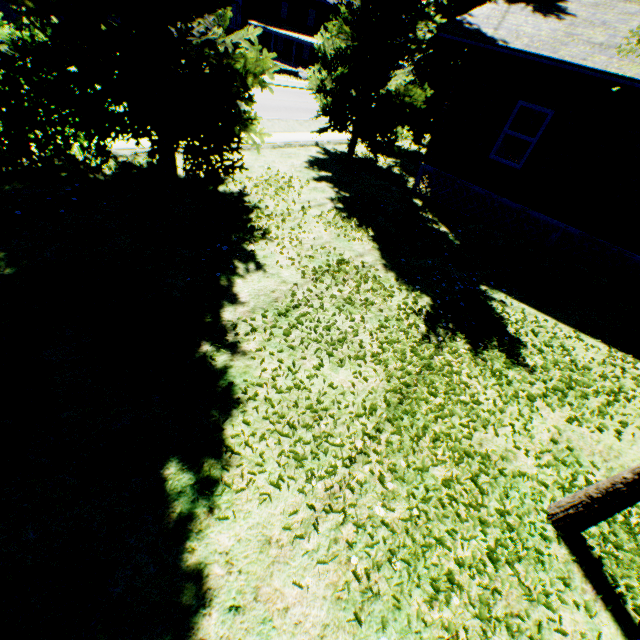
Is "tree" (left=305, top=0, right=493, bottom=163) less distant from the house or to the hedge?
the hedge

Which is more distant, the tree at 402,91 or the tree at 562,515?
the tree at 402,91

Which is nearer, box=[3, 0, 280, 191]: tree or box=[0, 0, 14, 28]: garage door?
box=[3, 0, 280, 191]: tree

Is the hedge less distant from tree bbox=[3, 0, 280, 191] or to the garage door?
tree bbox=[3, 0, 280, 191]

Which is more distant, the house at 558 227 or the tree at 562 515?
the house at 558 227

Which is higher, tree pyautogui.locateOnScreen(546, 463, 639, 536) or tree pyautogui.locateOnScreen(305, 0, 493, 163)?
tree pyautogui.locateOnScreen(305, 0, 493, 163)

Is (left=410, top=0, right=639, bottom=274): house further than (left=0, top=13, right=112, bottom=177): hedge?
Yes

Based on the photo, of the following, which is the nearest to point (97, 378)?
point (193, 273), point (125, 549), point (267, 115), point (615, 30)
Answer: point (125, 549)
